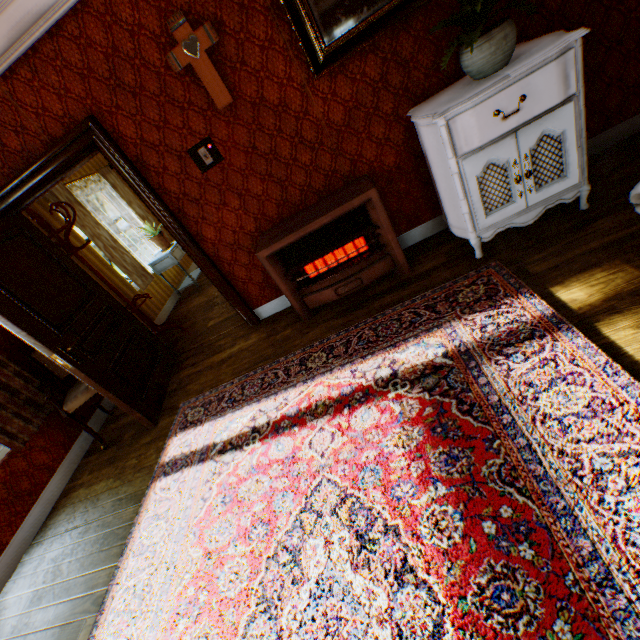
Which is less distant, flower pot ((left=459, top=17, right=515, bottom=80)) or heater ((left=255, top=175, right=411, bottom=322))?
flower pot ((left=459, top=17, right=515, bottom=80))

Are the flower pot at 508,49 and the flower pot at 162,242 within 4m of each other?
no

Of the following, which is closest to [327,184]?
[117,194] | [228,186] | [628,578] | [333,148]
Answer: [333,148]

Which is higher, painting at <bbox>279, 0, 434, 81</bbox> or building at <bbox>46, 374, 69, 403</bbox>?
painting at <bbox>279, 0, 434, 81</bbox>

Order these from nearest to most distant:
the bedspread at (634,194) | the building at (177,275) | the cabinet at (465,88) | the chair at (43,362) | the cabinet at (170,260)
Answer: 1. the bedspread at (634,194)
2. the cabinet at (465,88)
3. the chair at (43,362)
4. the cabinet at (170,260)
5. the building at (177,275)

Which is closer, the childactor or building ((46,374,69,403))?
the childactor

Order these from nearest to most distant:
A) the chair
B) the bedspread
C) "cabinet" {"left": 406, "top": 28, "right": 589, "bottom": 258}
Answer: the bedspread → "cabinet" {"left": 406, "top": 28, "right": 589, "bottom": 258} → the chair

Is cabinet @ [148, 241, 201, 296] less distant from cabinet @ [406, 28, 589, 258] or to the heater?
the heater
